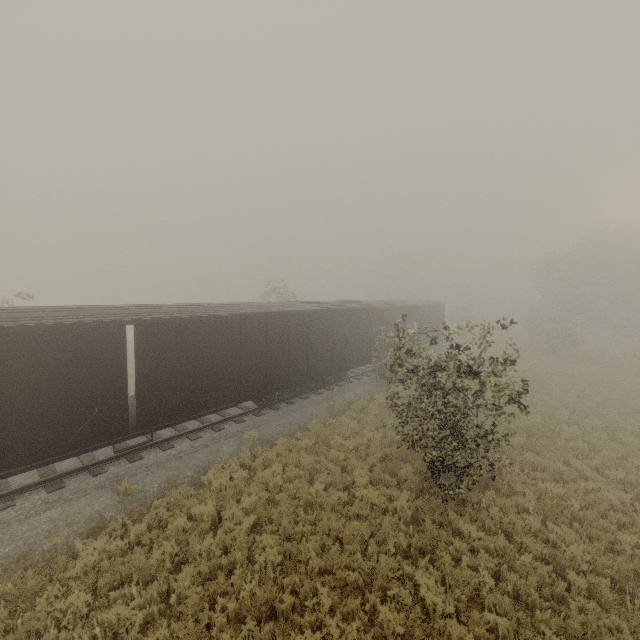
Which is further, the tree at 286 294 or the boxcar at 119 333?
the tree at 286 294

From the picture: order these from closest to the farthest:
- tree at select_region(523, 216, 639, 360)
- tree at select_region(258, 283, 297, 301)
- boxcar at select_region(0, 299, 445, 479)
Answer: boxcar at select_region(0, 299, 445, 479)
tree at select_region(258, 283, 297, 301)
tree at select_region(523, 216, 639, 360)

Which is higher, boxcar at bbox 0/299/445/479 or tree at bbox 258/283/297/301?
tree at bbox 258/283/297/301

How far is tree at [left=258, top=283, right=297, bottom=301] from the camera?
30.93m

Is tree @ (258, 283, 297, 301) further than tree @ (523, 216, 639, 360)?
No

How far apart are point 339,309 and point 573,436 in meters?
12.3

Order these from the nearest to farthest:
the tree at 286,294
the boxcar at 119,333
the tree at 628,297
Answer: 1. the boxcar at 119,333
2. the tree at 286,294
3. the tree at 628,297

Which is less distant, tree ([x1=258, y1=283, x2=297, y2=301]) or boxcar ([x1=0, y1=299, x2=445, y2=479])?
boxcar ([x1=0, y1=299, x2=445, y2=479])
